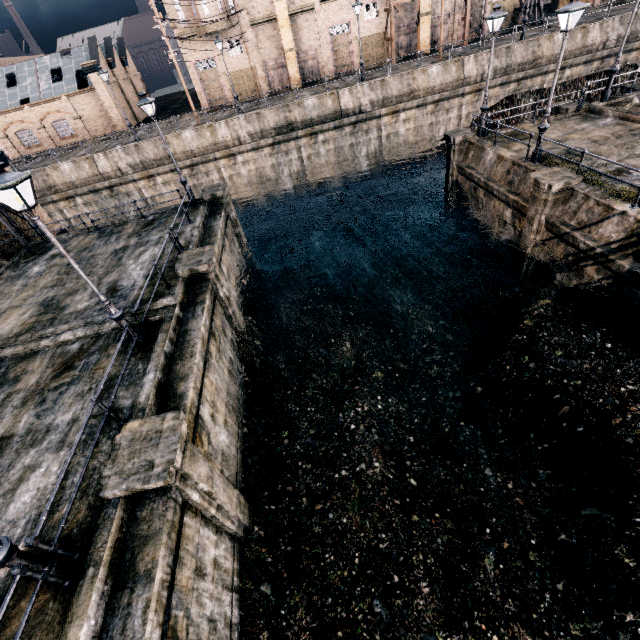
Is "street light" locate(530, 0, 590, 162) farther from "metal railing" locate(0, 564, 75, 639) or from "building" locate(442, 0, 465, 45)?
"building" locate(442, 0, 465, 45)

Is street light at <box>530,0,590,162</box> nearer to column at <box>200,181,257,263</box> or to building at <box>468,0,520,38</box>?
column at <box>200,181,257,263</box>

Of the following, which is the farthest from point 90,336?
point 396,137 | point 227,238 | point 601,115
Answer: point 396,137

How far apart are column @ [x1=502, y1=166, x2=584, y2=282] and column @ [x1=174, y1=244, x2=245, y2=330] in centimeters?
1411cm

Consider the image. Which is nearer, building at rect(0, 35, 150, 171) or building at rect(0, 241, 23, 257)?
building at rect(0, 241, 23, 257)

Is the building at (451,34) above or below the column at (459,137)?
above

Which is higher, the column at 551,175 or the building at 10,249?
the building at 10,249

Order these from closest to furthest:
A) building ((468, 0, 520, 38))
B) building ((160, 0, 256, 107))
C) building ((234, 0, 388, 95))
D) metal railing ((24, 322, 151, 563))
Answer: metal railing ((24, 322, 151, 563)), building ((160, 0, 256, 107)), building ((234, 0, 388, 95)), building ((468, 0, 520, 38))
